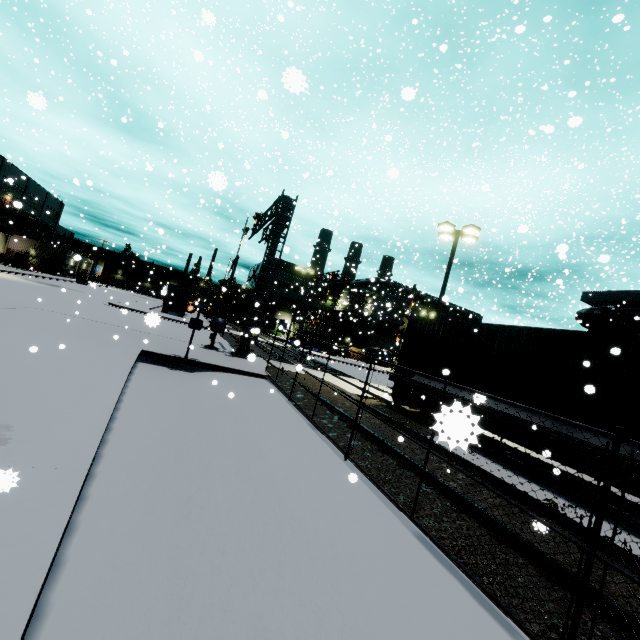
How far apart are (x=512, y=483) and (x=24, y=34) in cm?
5697

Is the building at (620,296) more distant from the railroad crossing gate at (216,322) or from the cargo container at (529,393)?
the railroad crossing gate at (216,322)

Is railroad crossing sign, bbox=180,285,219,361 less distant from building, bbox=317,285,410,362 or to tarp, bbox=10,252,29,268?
building, bbox=317,285,410,362

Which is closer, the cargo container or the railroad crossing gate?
the cargo container

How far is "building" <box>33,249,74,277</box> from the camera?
55.69m

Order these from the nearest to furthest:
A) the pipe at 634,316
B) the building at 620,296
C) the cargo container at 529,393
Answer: the cargo container at 529,393 < the pipe at 634,316 < the building at 620,296

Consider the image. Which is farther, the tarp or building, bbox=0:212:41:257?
building, bbox=0:212:41:257

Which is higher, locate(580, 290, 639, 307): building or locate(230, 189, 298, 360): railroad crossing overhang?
locate(580, 290, 639, 307): building
